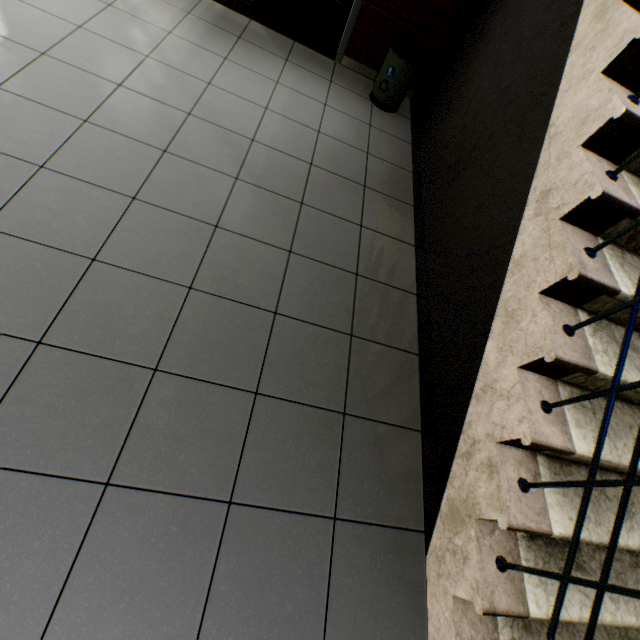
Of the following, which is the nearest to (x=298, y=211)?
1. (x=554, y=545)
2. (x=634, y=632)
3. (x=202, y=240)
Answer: (x=202, y=240)

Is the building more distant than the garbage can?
No

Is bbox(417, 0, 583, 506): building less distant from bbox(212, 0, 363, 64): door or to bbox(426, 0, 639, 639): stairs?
bbox(426, 0, 639, 639): stairs

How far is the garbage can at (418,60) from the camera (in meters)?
3.14

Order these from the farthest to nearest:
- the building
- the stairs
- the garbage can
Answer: the garbage can
the building
the stairs

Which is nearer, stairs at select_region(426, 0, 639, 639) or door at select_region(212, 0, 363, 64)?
stairs at select_region(426, 0, 639, 639)

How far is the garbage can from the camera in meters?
3.1

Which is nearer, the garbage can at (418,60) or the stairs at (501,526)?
the stairs at (501,526)
